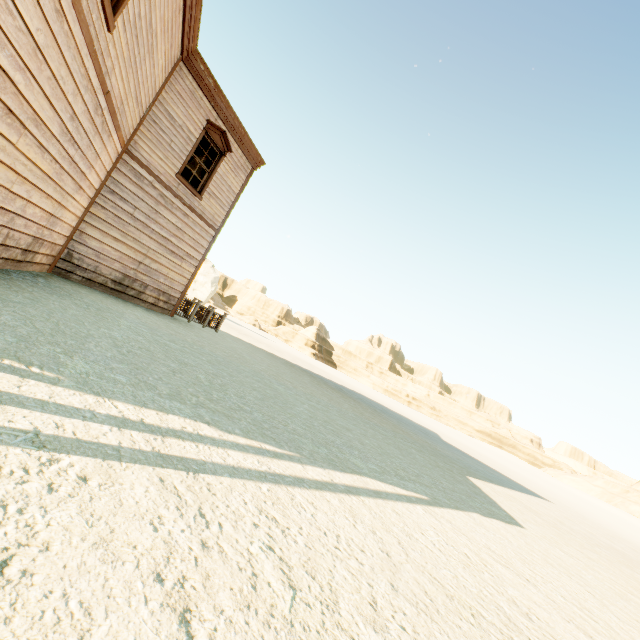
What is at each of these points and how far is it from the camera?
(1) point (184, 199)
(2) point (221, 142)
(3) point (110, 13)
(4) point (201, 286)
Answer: (1) building, 10.5 meters
(2) widow, 10.9 meters
(3) widow, 4.6 meters
(4) stone, 47.6 meters

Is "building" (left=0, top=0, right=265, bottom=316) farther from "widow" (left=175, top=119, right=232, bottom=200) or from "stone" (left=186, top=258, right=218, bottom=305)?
"stone" (left=186, top=258, right=218, bottom=305)

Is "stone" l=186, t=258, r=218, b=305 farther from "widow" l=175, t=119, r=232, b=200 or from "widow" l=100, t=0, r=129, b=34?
"widow" l=100, t=0, r=129, b=34

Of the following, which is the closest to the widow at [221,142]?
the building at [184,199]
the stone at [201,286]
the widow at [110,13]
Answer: the building at [184,199]

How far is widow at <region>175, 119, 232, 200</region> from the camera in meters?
10.0

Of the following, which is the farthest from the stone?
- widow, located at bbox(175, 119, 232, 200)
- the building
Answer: widow, located at bbox(175, 119, 232, 200)

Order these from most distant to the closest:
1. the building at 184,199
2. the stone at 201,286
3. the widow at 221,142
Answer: the stone at 201,286, the widow at 221,142, the building at 184,199
